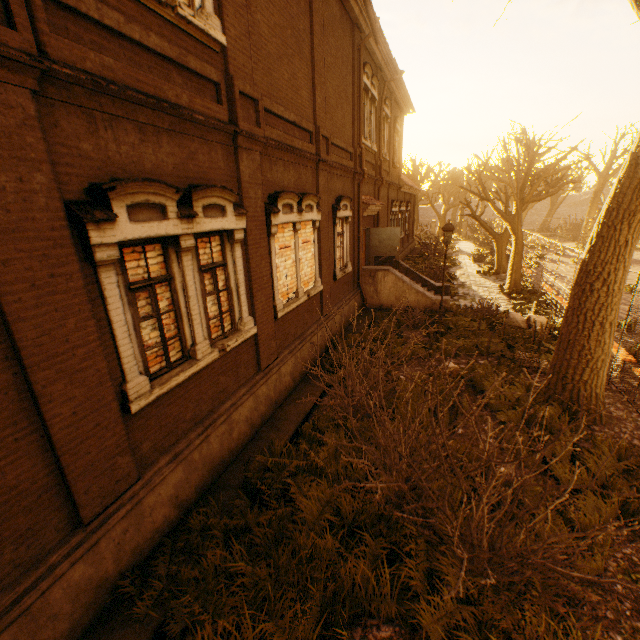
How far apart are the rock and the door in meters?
5.9

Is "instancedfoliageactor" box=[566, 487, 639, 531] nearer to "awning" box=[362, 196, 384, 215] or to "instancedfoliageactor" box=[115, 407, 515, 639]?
"instancedfoliageactor" box=[115, 407, 515, 639]

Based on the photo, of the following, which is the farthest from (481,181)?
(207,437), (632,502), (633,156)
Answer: (207,437)

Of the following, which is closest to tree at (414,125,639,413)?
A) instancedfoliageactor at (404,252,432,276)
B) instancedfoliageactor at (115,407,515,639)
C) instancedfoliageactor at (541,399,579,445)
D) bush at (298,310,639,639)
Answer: instancedfoliageactor at (541,399,579,445)

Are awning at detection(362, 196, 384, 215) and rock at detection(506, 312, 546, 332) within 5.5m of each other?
no

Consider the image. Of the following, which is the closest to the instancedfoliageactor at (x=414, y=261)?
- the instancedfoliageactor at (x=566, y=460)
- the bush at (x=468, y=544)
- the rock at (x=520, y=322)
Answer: the rock at (x=520, y=322)

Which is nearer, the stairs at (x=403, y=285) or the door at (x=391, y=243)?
the stairs at (x=403, y=285)
